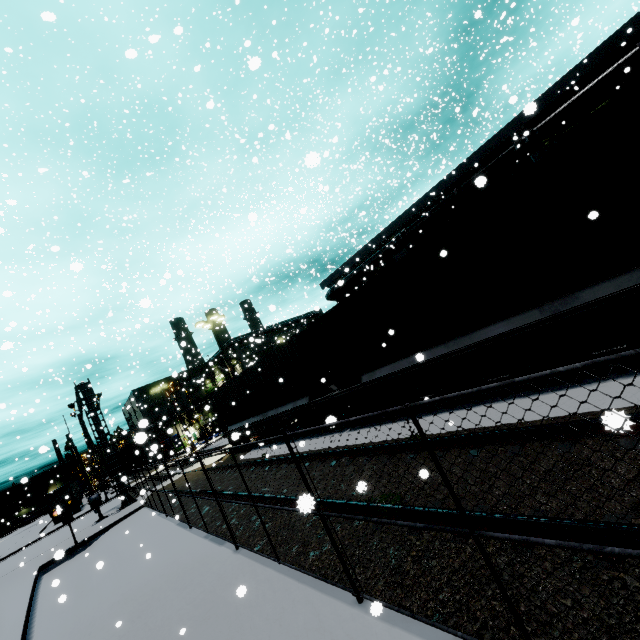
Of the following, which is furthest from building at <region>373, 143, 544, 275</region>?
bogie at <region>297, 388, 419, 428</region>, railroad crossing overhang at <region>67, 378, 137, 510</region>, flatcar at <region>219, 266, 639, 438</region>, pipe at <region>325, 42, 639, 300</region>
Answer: railroad crossing overhang at <region>67, 378, 137, 510</region>

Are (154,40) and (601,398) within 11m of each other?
yes

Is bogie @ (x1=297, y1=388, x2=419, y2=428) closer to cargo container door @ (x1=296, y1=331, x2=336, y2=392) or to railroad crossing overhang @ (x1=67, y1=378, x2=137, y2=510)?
cargo container door @ (x1=296, y1=331, x2=336, y2=392)

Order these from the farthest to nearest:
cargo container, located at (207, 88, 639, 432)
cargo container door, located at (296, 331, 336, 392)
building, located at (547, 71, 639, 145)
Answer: cargo container door, located at (296, 331, 336, 392)
building, located at (547, 71, 639, 145)
cargo container, located at (207, 88, 639, 432)

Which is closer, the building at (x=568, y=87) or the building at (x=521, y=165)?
the building at (x=521, y=165)

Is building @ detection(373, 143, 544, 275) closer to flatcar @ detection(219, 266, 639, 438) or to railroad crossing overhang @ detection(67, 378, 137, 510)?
flatcar @ detection(219, 266, 639, 438)

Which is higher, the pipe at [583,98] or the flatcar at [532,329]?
the pipe at [583,98]

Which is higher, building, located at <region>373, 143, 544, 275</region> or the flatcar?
building, located at <region>373, 143, 544, 275</region>
